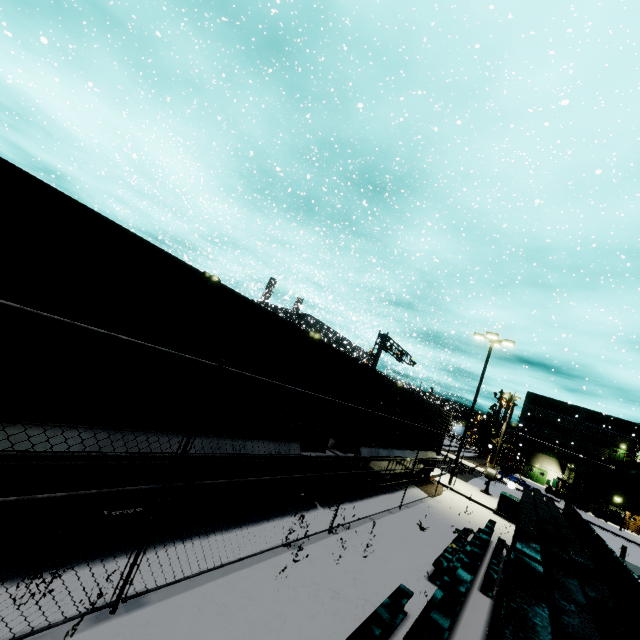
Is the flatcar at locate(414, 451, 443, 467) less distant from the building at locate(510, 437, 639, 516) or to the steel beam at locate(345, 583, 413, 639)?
the building at locate(510, 437, 639, 516)

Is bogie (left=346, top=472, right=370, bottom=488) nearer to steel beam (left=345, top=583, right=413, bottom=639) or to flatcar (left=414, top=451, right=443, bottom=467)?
flatcar (left=414, top=451, right=443, bottom=467)

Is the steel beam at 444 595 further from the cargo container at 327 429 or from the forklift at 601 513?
the forklift at 601 513

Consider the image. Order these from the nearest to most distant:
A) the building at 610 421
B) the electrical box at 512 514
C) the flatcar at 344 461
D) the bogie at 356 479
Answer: the flatcar at 344 461 < the bogie at 356 479 < the electrical box at 512 514 < the building at 610 421

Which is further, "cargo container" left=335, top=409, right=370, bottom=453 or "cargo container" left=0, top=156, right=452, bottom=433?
"cargo container" left=335, top=409, right=370, bottom=453

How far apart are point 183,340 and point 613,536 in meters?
41.1

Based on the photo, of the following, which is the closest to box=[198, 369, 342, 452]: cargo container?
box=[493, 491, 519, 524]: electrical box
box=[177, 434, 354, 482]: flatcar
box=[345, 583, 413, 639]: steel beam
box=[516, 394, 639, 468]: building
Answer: box=[177, 434, 354, 482]: flatcar

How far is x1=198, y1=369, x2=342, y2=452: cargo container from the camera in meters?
5.6 m
